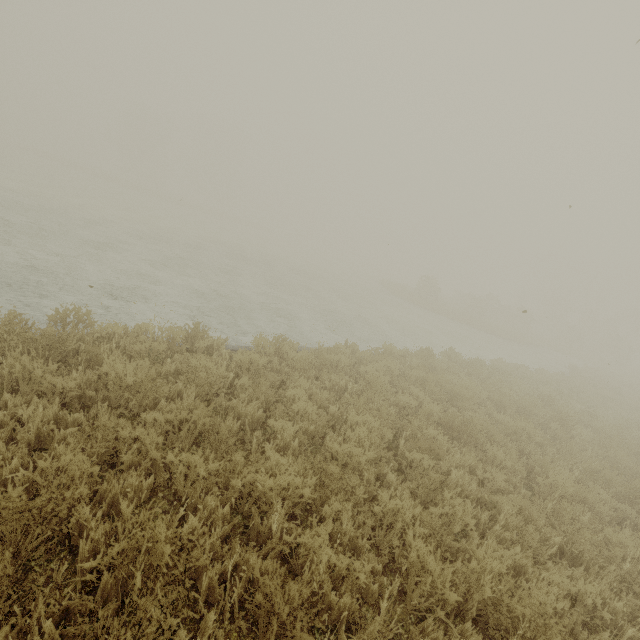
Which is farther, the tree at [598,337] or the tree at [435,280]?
the tree at [598,337]

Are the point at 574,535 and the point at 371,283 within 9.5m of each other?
no

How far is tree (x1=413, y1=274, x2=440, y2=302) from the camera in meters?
32.5

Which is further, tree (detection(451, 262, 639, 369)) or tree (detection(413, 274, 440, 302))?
tree (detection(451, 262, 639, 369))

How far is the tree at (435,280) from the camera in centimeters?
3253cm
